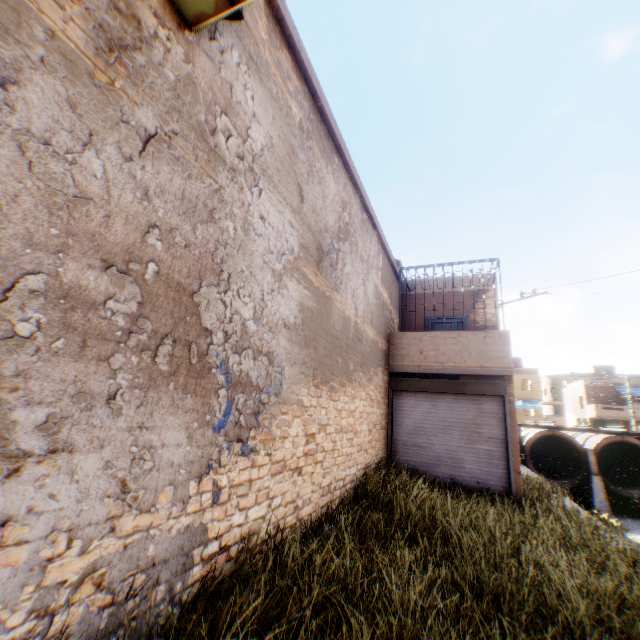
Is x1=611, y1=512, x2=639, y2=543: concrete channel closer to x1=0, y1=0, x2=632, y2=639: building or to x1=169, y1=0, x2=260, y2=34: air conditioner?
x1=0, y1=0, x2=632, y2=639: building

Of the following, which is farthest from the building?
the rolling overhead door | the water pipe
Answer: the water pipe

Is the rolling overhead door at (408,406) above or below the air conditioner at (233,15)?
below

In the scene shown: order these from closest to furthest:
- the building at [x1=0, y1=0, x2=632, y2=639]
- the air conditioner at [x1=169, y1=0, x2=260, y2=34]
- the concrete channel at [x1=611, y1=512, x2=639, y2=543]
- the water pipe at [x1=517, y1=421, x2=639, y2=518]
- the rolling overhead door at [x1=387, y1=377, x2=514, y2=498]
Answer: the building at [x1=0, y1=0, x2=632, y2=639], the air conditioner at [x1=169, y1=0, x2=260, y2=34], the rolling overhead door at [x1=387, y1=377, x2=514, y2=498], the concrete channel at [x1=611, y1=512, x2=639, y2=543], the water pipe at [x1=517, y1=421, x2=639, y2=518]

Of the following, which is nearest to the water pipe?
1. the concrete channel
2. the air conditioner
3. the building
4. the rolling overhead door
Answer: the concrete channel

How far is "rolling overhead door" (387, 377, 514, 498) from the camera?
8.9 meters

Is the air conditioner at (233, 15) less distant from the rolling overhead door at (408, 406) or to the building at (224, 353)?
the building at (224, 353)

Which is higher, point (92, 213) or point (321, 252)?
point (321, 252)
